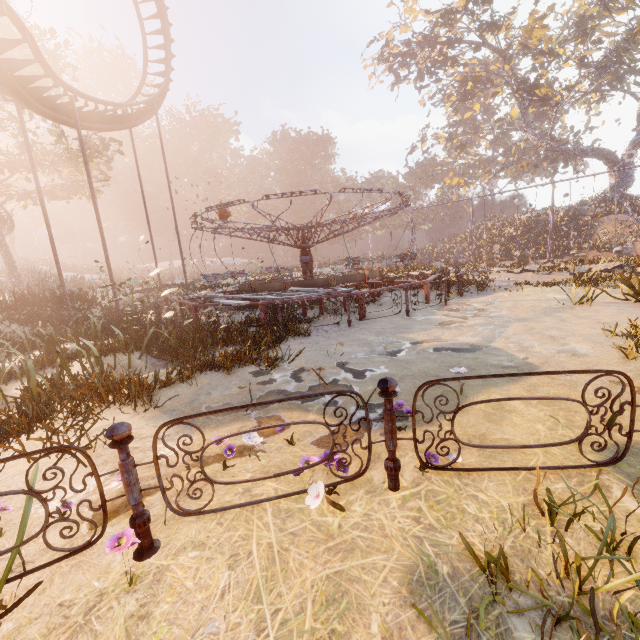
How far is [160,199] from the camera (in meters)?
59.69

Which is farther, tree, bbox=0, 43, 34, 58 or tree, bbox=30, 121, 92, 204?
tree, bbox=30, 121, 92, 204

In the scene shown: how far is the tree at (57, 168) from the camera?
22.0 meters

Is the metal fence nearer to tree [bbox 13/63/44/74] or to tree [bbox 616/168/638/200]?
tree [bbox 13/63/44/74]

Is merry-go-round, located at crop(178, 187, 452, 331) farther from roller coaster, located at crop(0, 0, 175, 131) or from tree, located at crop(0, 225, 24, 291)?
tree, located at crop(0, 225, 24, 291)

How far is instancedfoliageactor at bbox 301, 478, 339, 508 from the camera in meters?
2.4

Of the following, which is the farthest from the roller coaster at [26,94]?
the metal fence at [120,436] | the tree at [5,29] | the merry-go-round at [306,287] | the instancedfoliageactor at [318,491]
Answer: A: the instancedfoliageactor at [318,491]

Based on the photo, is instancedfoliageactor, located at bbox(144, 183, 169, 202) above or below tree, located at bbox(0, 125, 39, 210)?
above
